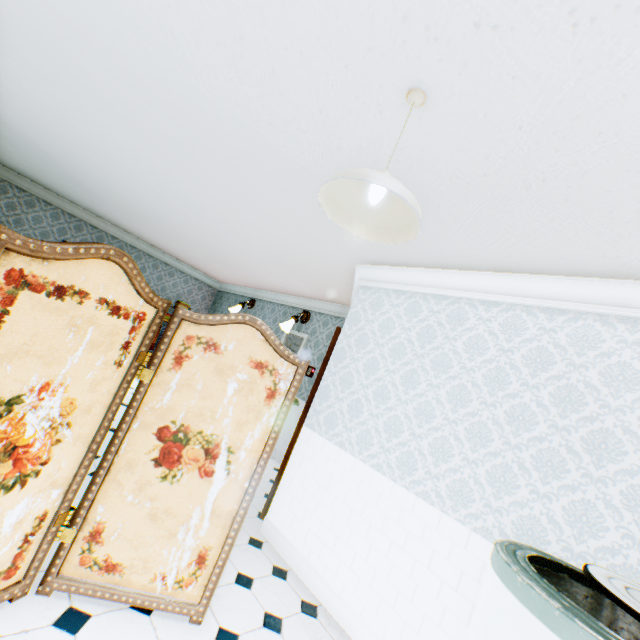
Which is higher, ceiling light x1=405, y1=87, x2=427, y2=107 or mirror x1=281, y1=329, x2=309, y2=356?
ceiling light x1=405, y1=87, x2=427, y2=107

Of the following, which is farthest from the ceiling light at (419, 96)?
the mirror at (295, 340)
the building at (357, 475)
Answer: the mirror at (295, 340)

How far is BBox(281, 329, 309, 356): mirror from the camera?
6.66m

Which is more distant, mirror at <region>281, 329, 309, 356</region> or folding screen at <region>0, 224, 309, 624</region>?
mirror at <region>281, 329, 309, 356</region>

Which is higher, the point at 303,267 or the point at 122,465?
the point at 303,267

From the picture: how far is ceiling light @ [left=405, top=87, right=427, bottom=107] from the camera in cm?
150

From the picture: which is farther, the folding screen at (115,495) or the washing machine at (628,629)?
the folding screen at (115,495)

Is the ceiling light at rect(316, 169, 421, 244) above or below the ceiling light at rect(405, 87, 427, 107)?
below
